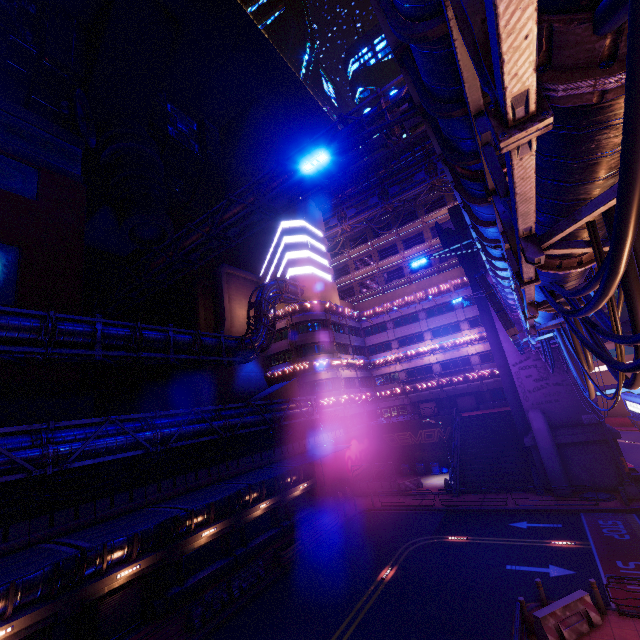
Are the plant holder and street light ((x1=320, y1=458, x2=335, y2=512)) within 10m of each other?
yes

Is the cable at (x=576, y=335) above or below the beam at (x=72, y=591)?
above

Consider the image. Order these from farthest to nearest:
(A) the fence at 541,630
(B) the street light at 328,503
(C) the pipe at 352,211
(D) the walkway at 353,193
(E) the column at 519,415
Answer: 1. (D) the walkway at 353,193
2. (C) the pipe at 352,211
3. (B) the street light at 328,503
4. (E) the column at 519,415
5. (A) the fence at 541,630

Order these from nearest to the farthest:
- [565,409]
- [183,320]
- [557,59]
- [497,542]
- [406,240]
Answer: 1. [557,59]
2. [497,542]
3. [565,409]
4. [183,320]
5. [406,240]

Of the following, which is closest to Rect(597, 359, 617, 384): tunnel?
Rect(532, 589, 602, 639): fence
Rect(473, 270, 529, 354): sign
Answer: Rect(473, 270, 529, 354): sign

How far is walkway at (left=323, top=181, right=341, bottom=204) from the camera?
56.8m

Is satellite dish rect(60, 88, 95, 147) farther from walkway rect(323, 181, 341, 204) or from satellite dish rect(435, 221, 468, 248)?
satellite dish rect(435, 221, 468, 248)

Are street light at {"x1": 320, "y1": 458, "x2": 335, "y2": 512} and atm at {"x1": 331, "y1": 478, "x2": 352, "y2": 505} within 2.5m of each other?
yes
